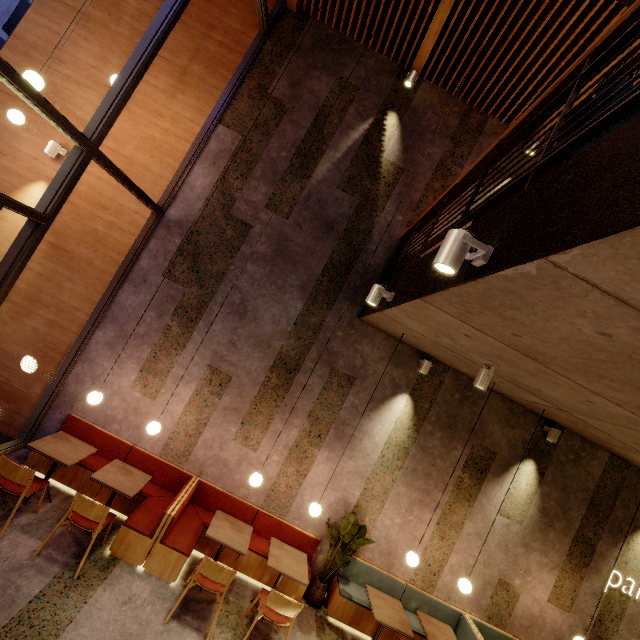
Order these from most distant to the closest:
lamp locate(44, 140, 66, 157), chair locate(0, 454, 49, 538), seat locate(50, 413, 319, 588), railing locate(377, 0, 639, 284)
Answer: lamp locate(44, 140, 66, 157)
seat locate(50, 413, 319, 588)
chair locate(0, 454, 49, 538)
railing locate(377, 0, 639, 284)

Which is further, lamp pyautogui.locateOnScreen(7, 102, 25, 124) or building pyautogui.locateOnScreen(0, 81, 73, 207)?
building pyautogui.locateOnScreen(0, 81, 73, 207)

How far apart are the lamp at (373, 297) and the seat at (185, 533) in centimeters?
392cm

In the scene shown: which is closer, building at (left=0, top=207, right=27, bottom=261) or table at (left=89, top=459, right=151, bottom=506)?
table at (left=89, top=459, right=151, bottom=506)

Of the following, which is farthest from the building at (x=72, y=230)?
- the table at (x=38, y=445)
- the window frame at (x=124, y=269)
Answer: the table at (x=38, y=445)

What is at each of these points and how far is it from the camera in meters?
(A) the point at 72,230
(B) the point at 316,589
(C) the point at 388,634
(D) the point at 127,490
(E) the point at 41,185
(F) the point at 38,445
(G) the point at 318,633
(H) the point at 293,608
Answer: (A) building, 5.7 m
(B) pot, 5.3 m
(C) seat, 5.2 m
(D) table, 4.5 m
(E) building, 5.7 m
(F) table, 4.4 m
(G) building, 4.8 m
(H) chair, 4.0 m

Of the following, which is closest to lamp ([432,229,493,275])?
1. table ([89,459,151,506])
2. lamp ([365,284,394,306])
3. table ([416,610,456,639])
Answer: lamp ([365,284,394,306])

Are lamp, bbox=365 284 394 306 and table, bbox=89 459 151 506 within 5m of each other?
yes
